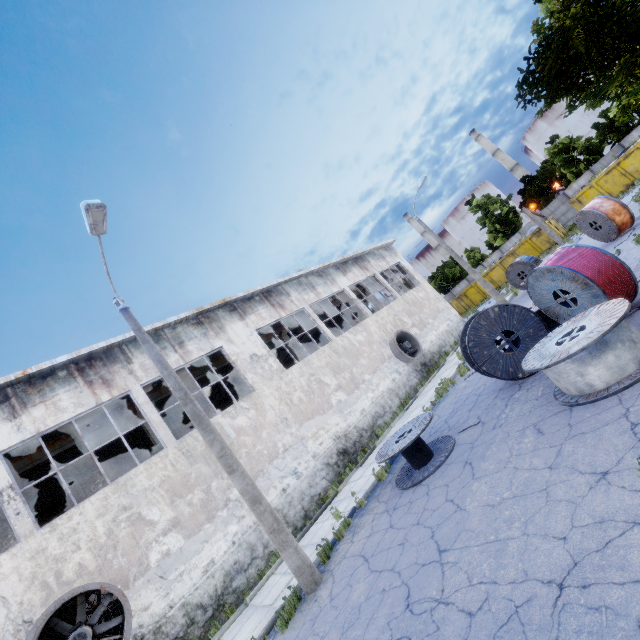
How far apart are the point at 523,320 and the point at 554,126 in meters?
68.8 m

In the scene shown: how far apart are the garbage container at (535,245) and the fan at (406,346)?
21.7m

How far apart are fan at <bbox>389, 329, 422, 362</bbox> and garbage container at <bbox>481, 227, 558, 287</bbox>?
21.67m

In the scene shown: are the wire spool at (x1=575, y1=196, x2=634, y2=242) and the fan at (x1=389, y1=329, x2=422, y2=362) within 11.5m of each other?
yes

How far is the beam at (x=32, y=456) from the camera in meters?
11.5

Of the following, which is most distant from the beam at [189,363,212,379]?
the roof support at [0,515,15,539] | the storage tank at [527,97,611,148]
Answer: the storage tank at [527,97,611,148]

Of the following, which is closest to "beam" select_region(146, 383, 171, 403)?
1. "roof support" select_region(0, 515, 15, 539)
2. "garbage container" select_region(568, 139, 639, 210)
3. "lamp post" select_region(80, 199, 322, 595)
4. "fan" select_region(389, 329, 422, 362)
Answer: "roof support" select_region(0, 515, 15, 539)

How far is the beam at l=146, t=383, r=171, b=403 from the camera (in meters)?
14.95
